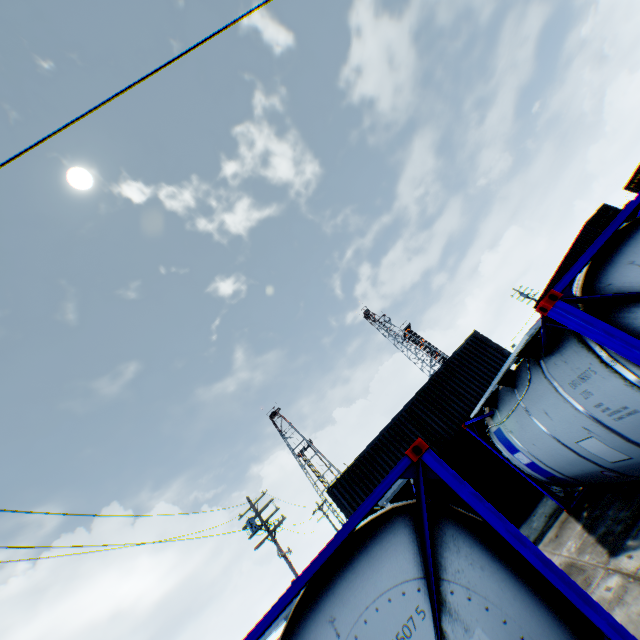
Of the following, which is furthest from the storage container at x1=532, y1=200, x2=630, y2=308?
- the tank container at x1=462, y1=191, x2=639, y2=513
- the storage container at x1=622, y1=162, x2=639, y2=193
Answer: the tank container at x1=462, y1=191, x2=639, y2=513

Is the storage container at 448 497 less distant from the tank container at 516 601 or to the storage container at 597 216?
the tank container at 516 601

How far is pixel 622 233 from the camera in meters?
4.2 m

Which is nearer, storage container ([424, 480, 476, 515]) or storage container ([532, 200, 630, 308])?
storage container ([424, 480, 476, 515])

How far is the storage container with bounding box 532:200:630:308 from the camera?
24.0 meters

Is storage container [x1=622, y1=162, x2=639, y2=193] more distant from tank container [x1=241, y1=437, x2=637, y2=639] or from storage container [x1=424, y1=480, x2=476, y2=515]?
tank container [x1=241, y1=437, x2=637, y2=639]

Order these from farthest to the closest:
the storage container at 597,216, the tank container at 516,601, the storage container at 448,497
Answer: the storage container at 597,216, the storage container at 448,497, the tank container at 516,601

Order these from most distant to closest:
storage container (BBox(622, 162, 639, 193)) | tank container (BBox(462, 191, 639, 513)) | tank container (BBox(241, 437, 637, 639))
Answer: storage container (BBox(622, 162, 639, 193)), tank container (BBox(462, 191, 639, 513)), tank container (BBox(241, 437, 637, 639))
